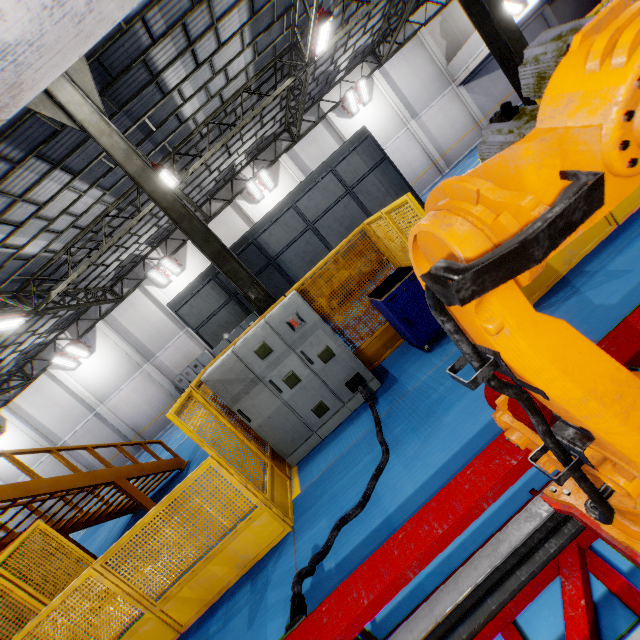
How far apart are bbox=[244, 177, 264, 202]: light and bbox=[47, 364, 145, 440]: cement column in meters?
16.3 m

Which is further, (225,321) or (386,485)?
(225,321)

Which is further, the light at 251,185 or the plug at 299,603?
the light at 251,185

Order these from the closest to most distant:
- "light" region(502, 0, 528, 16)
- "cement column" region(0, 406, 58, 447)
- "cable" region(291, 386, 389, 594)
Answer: "cable" region(291, 386, 389, 594)
"light" region(502, 0, 528, 16)
"cement column" region(0, 406, 58, 447)

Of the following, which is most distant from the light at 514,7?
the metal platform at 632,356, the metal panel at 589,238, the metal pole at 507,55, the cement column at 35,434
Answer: the cement column at 35,434

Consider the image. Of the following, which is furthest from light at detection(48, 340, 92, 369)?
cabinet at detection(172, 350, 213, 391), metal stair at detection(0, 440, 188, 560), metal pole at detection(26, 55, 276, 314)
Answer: metal pole at detection(26, 55, 276, 314)

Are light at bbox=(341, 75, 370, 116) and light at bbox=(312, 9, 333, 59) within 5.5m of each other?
no

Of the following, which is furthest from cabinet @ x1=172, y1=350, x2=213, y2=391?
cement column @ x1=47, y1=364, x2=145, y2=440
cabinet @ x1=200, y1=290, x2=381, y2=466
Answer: cabinet @ x1=200, y1=290, x2=381, y2=466
